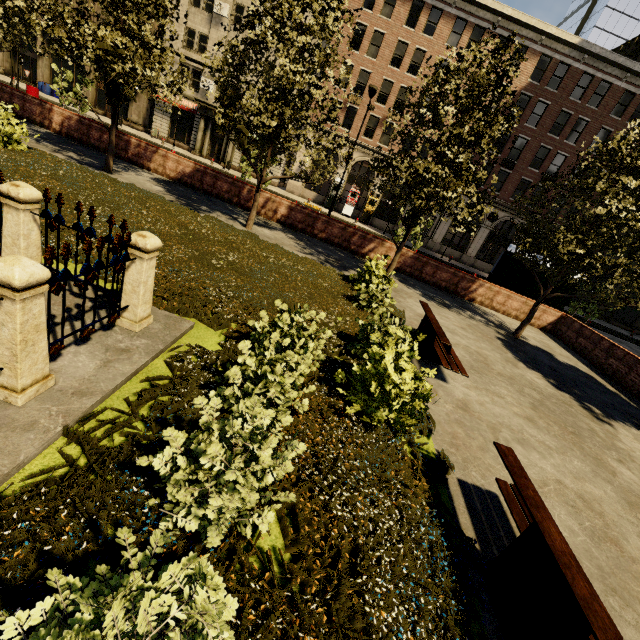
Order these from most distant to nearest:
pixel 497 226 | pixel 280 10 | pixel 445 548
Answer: pixel 497 226, pixel 280 10, pixel 445 548

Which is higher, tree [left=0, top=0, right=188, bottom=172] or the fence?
tree [left=0, top=0, right=188, bottom=172]

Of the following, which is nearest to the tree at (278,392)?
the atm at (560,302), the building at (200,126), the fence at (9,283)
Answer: the fence at (9,283)

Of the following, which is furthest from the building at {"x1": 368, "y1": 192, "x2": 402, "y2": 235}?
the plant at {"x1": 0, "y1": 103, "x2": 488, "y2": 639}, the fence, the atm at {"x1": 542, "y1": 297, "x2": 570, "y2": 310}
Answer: the fence

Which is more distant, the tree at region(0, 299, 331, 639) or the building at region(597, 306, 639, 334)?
the building at region(597, 306, 639, 334)

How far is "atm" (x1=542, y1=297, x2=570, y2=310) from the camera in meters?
16.4

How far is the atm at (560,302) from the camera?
16.4m

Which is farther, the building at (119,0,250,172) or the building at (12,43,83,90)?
the building at (12,43,83,90)
